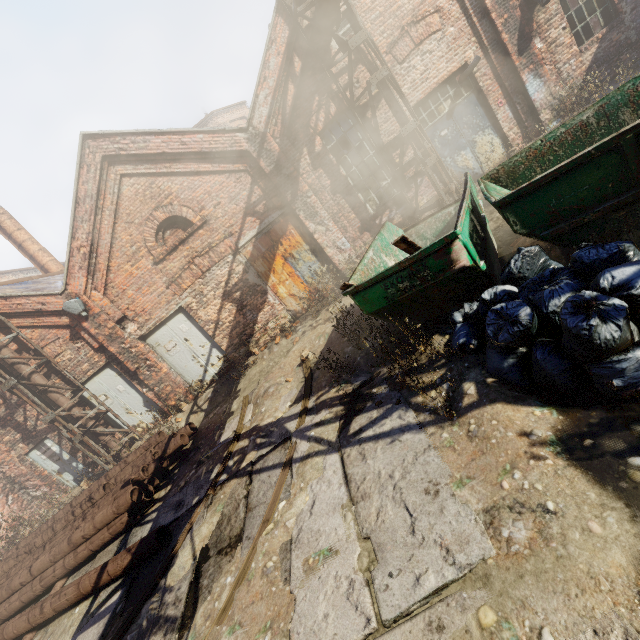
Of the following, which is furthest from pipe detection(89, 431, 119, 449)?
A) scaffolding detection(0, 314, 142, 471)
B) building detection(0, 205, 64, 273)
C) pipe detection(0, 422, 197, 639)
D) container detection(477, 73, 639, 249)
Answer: building detection(0, 205, 64, 273)

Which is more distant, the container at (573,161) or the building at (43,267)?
the building at (43,267)

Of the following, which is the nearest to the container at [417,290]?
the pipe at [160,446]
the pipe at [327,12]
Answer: the pipe at [327,12]

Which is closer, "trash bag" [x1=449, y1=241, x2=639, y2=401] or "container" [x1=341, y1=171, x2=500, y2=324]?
"trash bag" [x1=449, y1=241, x2=639, y2=401]

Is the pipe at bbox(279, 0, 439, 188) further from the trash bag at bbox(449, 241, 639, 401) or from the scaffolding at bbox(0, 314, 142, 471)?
the trash bag at bbox(449, 241, 639, 401)

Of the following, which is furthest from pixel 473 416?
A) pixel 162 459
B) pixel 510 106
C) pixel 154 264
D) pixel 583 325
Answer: pixel 510 106

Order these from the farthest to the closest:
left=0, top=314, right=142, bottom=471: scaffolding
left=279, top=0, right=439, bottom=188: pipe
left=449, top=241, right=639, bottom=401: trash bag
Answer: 1. left=0, top=314, right=142, bottom=471: scaffolding
2. left=279, top=0, right=439, bottom=188: pipe
3. left=449, top=241, right=639, bottom=401: trash bag

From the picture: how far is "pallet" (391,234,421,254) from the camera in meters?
3.8 m
